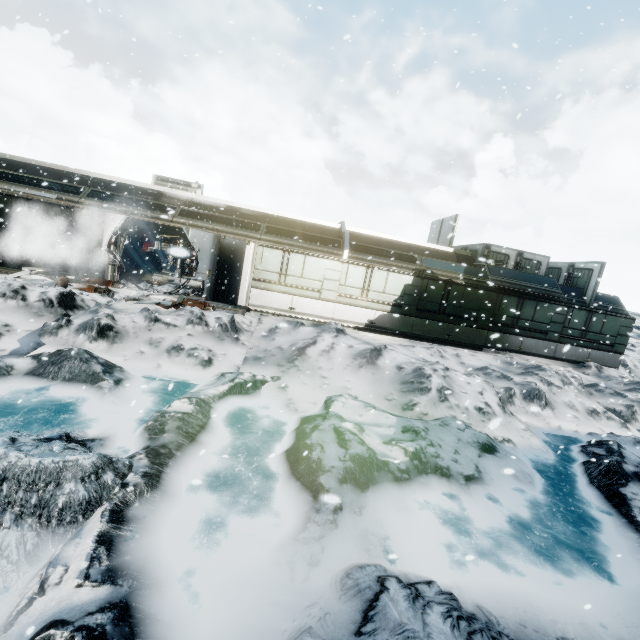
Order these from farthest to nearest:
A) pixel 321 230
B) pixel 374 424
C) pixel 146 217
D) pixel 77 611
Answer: pixel 321 230 → pixel 146 217 → pixel 374 424 → pixel 77 611

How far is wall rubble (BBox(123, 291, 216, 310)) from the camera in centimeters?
1135cm

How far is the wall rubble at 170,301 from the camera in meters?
11.3 m
